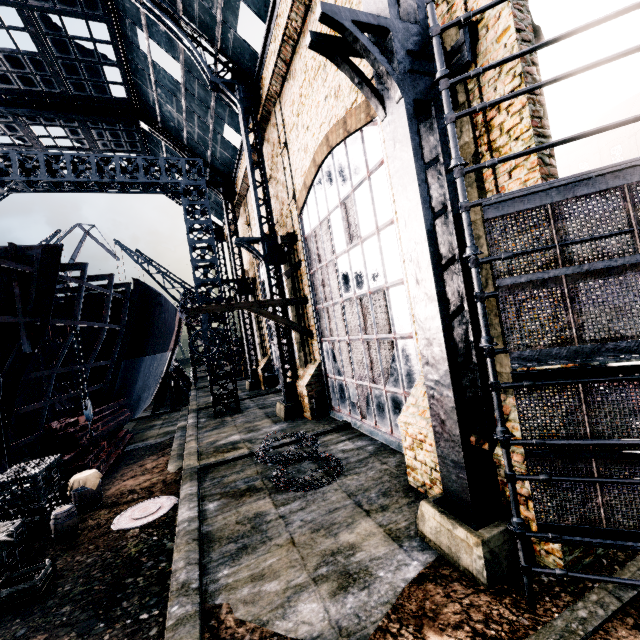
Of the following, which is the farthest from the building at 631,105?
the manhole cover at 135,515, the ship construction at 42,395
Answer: the manhole cover at 135,515

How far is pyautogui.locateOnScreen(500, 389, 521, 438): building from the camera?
5.9 meters

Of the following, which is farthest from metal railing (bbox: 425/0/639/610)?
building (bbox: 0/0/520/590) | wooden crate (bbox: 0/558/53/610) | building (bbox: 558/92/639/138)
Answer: building (bbox: 558/92/639/138)

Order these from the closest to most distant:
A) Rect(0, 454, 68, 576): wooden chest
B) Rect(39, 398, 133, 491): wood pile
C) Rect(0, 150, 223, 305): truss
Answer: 1. Rect(0, 454, 68, 576): wooden chest
2. Rect(39, 398, 133, 491): wood pile
3. Rect(0, 150, 223, 305): truss

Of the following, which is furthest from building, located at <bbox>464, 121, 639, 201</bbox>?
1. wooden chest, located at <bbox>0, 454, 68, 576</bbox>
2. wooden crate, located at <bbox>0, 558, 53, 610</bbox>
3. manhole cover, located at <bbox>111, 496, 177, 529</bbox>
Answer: wooden chest, located at <bbox>0, 454, 68, 576</bbox>

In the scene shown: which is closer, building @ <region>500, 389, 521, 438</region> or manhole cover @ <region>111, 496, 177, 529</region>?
building @ <region>500, 389, 521, 438</region>

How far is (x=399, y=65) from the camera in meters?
5.8 m

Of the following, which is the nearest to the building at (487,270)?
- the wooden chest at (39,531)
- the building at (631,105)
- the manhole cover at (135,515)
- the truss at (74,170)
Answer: the building at (631,105)
